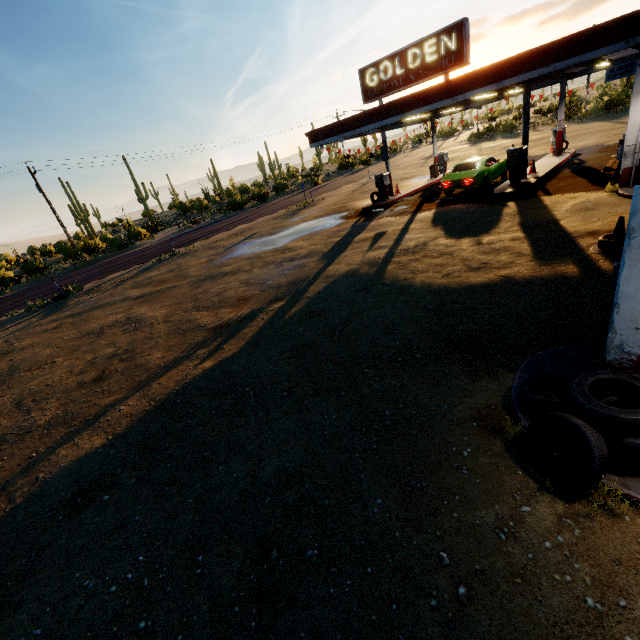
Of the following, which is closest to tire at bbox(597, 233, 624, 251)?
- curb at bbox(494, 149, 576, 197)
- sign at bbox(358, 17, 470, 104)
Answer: curb at bbox(494, 149, 576, 197)

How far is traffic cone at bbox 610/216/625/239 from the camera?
6.88m

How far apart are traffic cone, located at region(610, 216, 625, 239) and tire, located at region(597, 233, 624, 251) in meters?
0.1

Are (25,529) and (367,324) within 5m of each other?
no

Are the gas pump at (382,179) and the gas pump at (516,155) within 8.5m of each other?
yes

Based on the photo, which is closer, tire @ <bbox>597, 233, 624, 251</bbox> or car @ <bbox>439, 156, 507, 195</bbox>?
tire @ <bbox>597, 233, 624, 251</bbox>

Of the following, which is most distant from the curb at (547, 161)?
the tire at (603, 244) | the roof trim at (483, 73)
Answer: the tire at (603, 244)

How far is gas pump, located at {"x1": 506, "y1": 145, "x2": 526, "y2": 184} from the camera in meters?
14.1
